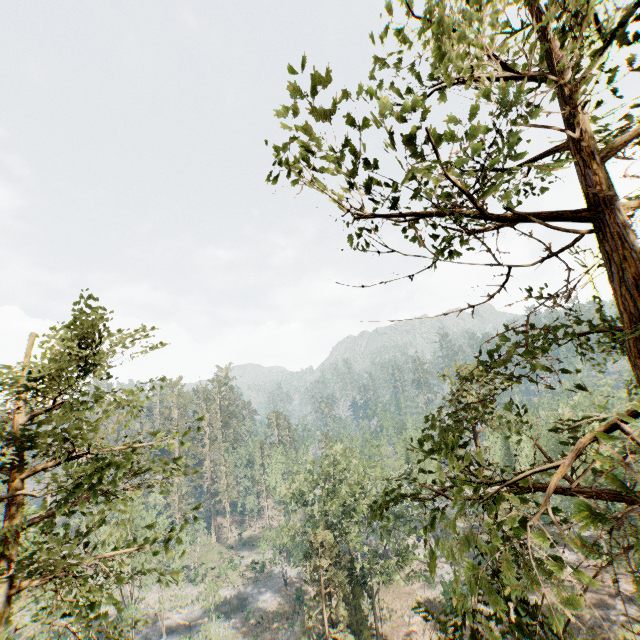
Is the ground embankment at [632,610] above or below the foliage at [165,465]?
below

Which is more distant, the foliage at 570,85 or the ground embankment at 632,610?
the ground embankment at 632,610

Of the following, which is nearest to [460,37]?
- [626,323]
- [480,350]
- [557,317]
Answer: [480,350]

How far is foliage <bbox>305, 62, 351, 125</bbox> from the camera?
3.69m

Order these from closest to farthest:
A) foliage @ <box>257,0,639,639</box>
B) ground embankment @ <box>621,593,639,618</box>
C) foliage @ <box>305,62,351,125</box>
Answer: foliage @ <box>257,0,639,639</box> → foliage @ <box>305,62,351,125</box> → ground embankment @ <box>621,593,639,618</box>

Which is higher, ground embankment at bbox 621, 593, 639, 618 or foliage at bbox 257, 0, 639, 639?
foliage at bbox 257, 0, 639, 639

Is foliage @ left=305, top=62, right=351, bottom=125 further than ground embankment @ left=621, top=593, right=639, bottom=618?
No

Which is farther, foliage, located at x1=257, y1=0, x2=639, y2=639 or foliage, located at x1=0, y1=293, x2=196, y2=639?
foliage, located at x1=0, y1=293, x2=196, y2=639
